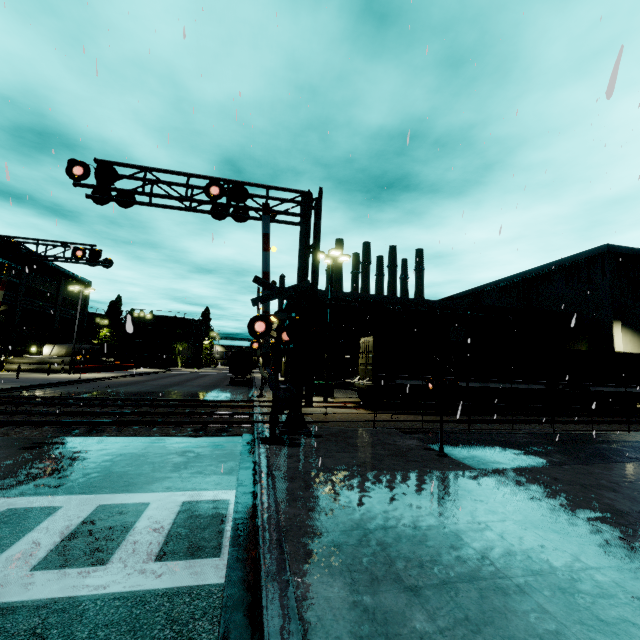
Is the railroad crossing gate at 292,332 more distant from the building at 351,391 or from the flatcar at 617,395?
the flatcar at 617,395

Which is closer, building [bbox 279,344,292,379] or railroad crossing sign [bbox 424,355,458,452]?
railroad crossing sign [bbox 424,355,458,452]

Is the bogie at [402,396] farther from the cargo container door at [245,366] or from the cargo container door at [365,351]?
the cargo container door at [245,366]

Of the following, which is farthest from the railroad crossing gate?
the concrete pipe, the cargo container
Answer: the concrete pipe

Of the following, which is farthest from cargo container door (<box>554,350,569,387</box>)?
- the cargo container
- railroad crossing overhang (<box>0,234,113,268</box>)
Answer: railroad crossing overhang (<box>0,234,113,268</box>)

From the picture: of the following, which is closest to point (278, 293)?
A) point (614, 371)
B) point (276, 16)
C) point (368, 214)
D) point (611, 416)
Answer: point (368, 214)

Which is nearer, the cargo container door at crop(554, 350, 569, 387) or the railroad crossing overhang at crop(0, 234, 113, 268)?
the railroad crossing overhang at crop(0, 234, 113, 268)

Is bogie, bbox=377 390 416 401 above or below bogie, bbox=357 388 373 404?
above
